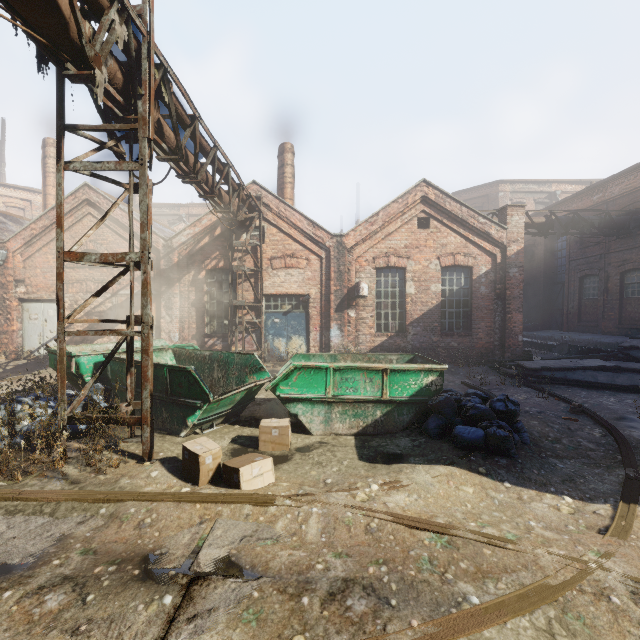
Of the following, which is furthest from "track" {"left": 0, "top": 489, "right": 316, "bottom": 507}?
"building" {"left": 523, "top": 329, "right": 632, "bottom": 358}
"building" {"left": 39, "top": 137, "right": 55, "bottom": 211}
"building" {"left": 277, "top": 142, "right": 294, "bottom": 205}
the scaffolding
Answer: "building" {"left": 39, "top": 137, "right": 55, "bottom": 211}

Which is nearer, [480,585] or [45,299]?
[480,585]

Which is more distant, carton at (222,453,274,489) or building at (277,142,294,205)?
building at (277,142,294,205)

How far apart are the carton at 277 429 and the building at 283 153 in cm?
1151

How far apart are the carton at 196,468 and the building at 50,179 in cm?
2244

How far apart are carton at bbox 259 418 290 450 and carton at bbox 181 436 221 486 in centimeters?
67cm

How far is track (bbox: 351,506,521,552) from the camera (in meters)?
3.23

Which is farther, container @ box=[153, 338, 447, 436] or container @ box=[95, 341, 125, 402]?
container @ box=[95, 341, 125, 402]
